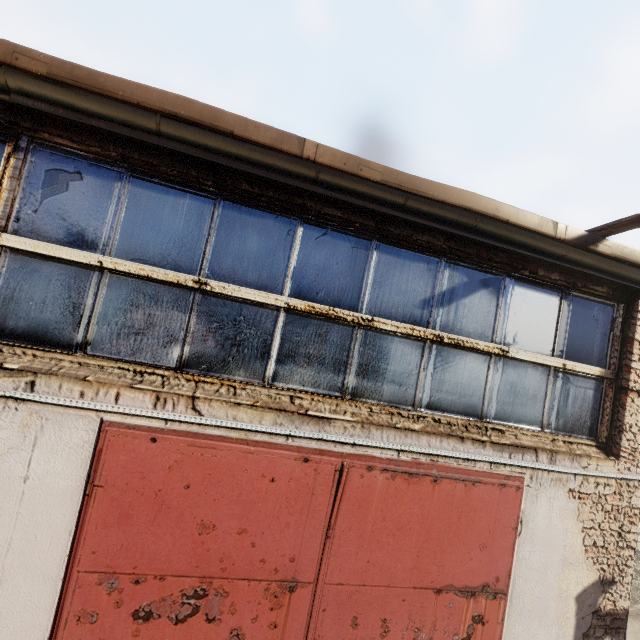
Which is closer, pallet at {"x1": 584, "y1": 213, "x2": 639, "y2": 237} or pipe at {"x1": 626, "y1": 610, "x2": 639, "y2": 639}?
pallet at {"x1": 584, "y1": 213, "x2": 639, "y2": 237}

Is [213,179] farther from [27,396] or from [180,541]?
[180,541]

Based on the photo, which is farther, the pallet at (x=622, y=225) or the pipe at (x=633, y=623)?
the pipe at (x=633, y=623)

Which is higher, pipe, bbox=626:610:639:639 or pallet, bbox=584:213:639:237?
pallet, bbox=584:213:639:237

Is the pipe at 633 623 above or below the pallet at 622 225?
below
